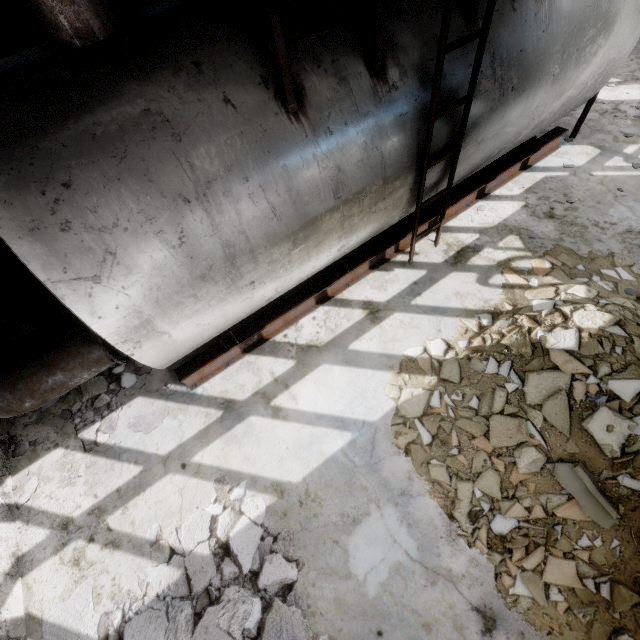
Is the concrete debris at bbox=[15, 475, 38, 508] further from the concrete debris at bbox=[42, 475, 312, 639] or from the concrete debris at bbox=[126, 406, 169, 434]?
the concrete debris at bbox=[42, 475, 312, 639]

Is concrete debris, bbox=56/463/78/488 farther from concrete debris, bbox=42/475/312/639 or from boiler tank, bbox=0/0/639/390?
concrete debris, bbox=42/475/312/639

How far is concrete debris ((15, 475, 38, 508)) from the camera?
4.4m

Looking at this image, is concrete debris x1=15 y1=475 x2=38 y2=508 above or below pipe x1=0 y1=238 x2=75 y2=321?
below

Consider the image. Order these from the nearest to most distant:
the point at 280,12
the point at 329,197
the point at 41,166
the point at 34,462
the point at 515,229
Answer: the point at 41,166 < the point at 280,12 < the point at 329,197 < the point at 34,462 < the point at 515,229

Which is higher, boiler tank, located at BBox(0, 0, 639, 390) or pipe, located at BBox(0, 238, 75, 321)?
boiler tank, located at BBox(0, 0, 639, 390)

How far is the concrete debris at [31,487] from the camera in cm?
443

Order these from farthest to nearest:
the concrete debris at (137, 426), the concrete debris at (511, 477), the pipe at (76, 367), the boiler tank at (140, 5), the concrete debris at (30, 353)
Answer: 1. the concrete debris at (30, 353)
2. the concrete debris at (137, 426)
3. the pipe at (76, 367)
4. the concrete debris at (511, 477)
5. the boiler tank at (140, 5)
